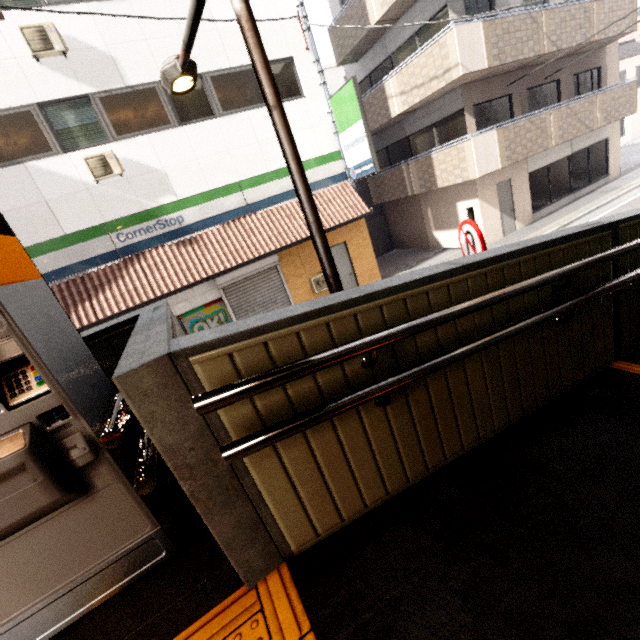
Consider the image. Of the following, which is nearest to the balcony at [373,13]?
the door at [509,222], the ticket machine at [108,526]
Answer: the door at [509,222]

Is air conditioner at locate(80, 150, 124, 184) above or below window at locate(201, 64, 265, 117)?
below

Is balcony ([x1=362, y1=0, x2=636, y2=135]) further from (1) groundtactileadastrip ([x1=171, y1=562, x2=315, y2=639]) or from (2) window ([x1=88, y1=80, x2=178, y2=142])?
(1) groundtactileadastrip ([x1=171, y1=562, x2=315, y2=639])

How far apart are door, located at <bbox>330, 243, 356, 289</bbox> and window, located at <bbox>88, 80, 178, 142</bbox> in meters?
5.8 m

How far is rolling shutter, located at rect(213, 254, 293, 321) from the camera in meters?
10.4 m

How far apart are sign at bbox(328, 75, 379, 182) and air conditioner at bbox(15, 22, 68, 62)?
7.0m

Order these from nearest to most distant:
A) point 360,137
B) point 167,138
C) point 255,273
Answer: point 167,138 → point 360,137 → point 255,273

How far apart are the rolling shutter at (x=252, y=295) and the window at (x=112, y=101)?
4.15m
